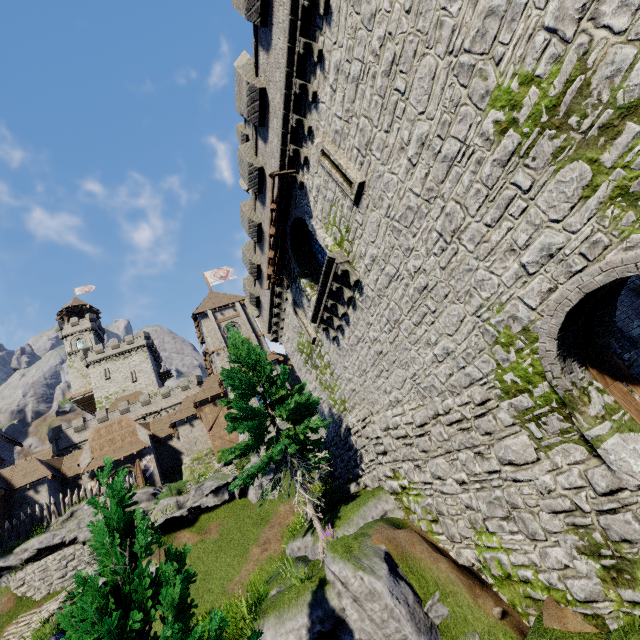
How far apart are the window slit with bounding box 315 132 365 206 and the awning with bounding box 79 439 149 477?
33.9m

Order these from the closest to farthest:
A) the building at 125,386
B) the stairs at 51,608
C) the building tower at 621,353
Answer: the building tower at 621,353, the stairs at 51,608, the building at 125,386

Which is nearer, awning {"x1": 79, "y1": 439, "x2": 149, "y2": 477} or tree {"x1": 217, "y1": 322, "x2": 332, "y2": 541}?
tree {"x1": 217, "y1": 322, "x2": 332, "y2": 541}

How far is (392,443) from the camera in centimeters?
1119cm

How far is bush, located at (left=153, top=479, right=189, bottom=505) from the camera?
20.9 meters

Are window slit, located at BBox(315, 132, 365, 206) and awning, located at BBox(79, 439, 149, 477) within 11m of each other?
no

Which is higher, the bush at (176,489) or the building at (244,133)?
the building at (244,133)

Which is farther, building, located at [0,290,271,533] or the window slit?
building, located at [0,290,271,533]
